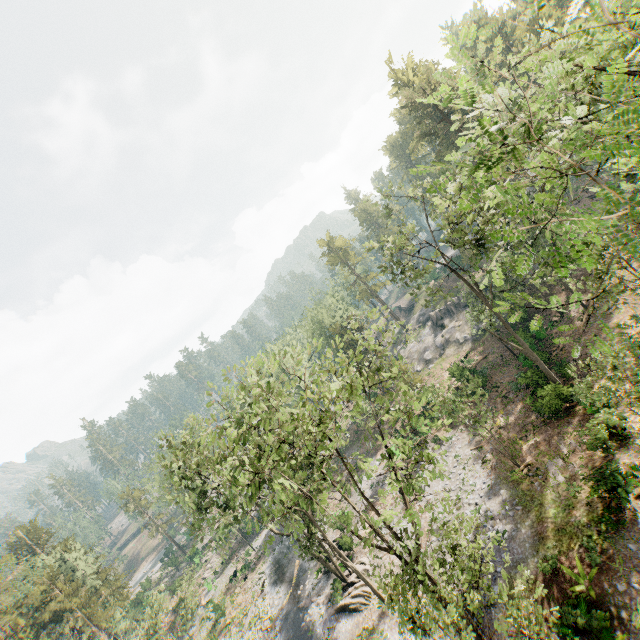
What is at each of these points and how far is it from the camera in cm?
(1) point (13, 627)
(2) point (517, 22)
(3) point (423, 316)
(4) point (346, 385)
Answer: (1) foliage, 3450
(2) foliage, 4944
(3) rock, 5819
(4) foliage, 1476

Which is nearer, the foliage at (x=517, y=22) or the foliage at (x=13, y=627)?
the foliage at (x=517, y=22)

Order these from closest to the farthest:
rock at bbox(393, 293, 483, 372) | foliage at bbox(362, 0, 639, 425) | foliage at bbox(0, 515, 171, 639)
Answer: foliage at bbox(362, 0, 639, 425)
foliage at bbox(0, 515, 171, 639)
rock at bbox(393, 293, 483, 372)

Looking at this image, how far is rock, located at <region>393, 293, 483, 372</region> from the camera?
45.6m

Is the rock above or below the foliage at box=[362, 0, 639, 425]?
below

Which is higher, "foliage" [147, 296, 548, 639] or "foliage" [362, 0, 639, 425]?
"foliage" [362, 0, 639, 425]

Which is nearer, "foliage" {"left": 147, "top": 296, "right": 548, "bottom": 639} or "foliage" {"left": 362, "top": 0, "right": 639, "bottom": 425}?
"foliage" {"left": 362, "top": 0, "right": 639, "bottom": 425}
